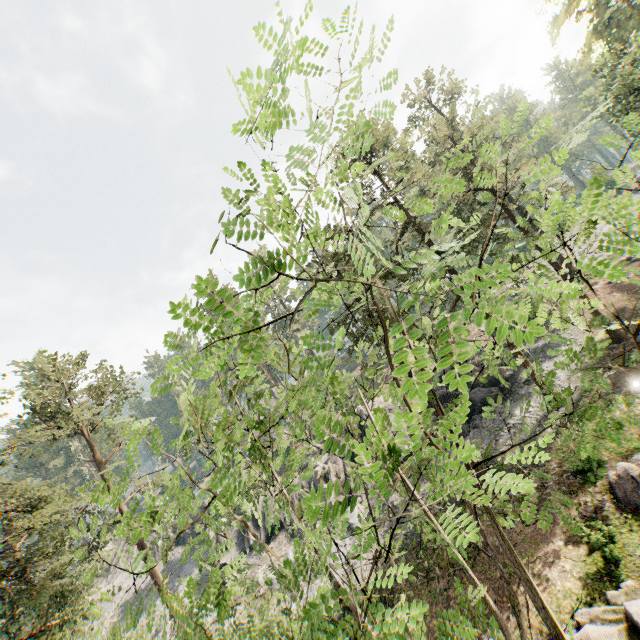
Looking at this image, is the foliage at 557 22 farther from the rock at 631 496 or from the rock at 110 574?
the rock at 110 574

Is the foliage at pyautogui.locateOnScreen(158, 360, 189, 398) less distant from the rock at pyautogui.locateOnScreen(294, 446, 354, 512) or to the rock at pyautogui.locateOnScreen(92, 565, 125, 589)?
the rock at pyautogui.locateOnScreen(294, 446, 354, 512)

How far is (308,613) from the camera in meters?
2.4

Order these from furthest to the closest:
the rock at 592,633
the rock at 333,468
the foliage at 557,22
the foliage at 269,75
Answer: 1. the foliage at 557,22
2. the rock at 333,468
3. the rock at 592,633
4. the foliage at 269,75

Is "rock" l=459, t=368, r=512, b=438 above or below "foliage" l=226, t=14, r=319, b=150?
below

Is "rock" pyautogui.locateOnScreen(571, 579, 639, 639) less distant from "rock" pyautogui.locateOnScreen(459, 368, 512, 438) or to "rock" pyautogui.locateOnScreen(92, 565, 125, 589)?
"rock" pyautogui.locateOnScreen(459, 368, 512, 438)

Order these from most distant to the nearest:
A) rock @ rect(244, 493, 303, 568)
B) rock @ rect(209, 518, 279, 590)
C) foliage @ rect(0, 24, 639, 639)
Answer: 1. rock @ rect(244, 493, 303, 568)
2. rock @ rect(209, 518, 279, 590)
3. foliage @ rect(0, 24, 639, 639)

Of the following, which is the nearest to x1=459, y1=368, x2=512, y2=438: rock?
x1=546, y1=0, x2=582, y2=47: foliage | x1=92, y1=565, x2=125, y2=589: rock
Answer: x1=546, y1=0, x2=582, y2=47: foliage
